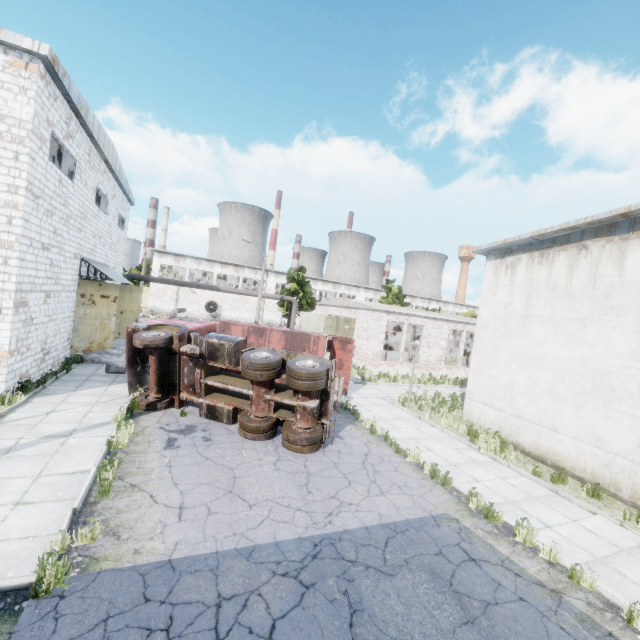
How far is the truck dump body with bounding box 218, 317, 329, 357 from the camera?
15.9m

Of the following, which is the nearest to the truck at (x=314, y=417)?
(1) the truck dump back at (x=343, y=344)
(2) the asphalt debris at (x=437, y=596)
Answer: (2) the asphalt debris at (x=437, y=596)

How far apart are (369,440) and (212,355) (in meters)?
6.28

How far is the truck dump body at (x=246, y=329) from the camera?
15.9 meters

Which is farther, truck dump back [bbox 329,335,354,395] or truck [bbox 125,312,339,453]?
truck dump back [bbox 329,335,354,395]

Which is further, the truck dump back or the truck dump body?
the truck dump back

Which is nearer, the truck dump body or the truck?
the truck

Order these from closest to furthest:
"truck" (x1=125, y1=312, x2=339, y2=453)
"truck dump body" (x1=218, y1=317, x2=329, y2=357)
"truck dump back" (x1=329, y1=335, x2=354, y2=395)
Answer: "truck" (x1=125, y1=312, x2=339, y2=453), "truck dump body" (x1=218, y1=317, x2=329, y2=357), "truck dump back" (x1=329, y1=335, x2=354, y2=395)
